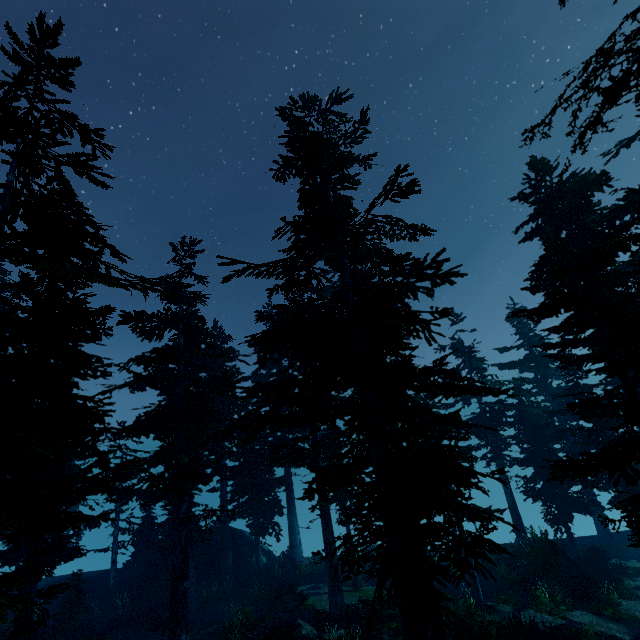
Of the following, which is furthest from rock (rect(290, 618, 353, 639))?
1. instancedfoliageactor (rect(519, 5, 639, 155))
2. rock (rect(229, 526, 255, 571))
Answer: rock (rect(229, 526, 255, 571))

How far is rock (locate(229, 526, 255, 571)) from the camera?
25.20m

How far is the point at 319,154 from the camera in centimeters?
1273cm

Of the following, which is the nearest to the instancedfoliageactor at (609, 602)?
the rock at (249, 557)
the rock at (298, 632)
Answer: the rock at (249, 557)

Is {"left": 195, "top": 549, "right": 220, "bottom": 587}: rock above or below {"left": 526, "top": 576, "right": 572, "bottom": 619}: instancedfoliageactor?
above

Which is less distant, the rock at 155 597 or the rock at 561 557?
the rock at 561 557

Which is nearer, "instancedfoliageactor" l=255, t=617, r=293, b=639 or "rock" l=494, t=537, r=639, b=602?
A: "instancedfoliageactor" l=255, t=617, r=293, b=639

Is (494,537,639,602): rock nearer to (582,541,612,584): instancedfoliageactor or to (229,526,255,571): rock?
(582,541,612,584): instancedfoliageactor
